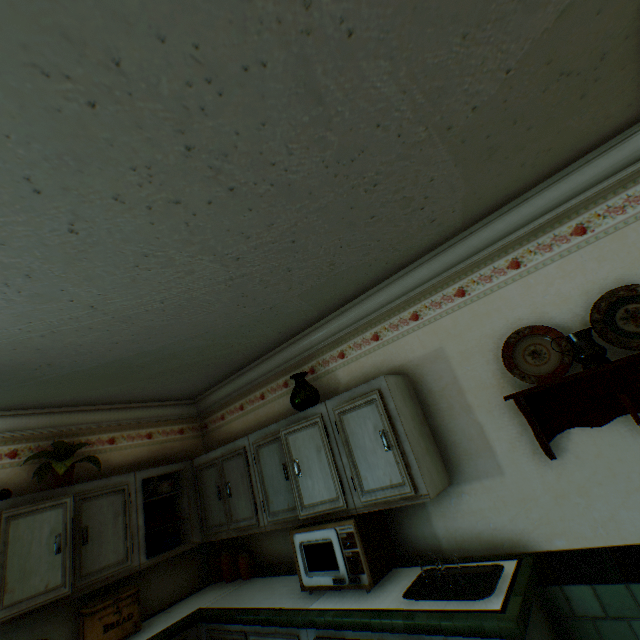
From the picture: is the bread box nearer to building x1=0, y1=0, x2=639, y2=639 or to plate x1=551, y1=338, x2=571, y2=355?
building x1=0, y1=0, x2=639, y2=639

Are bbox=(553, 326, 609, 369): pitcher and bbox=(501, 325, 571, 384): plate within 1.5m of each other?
yes

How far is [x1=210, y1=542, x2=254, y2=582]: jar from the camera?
3.34m

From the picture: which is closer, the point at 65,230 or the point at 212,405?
the point at 65,230

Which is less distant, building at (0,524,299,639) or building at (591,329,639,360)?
building at (591,329,639,360)

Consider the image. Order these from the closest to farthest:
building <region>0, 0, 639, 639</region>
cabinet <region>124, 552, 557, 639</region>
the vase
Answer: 1. building <region>0, 0, 639, 639</region>
2. cabinet <region>124, 552, 557, 639</region>
3. the vase

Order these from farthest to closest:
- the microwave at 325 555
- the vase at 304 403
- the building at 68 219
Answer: the vase at 304 403 < the microwave at 325 555 < the building at 68 219

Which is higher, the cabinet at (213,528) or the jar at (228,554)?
the cabinet at (213,528)
